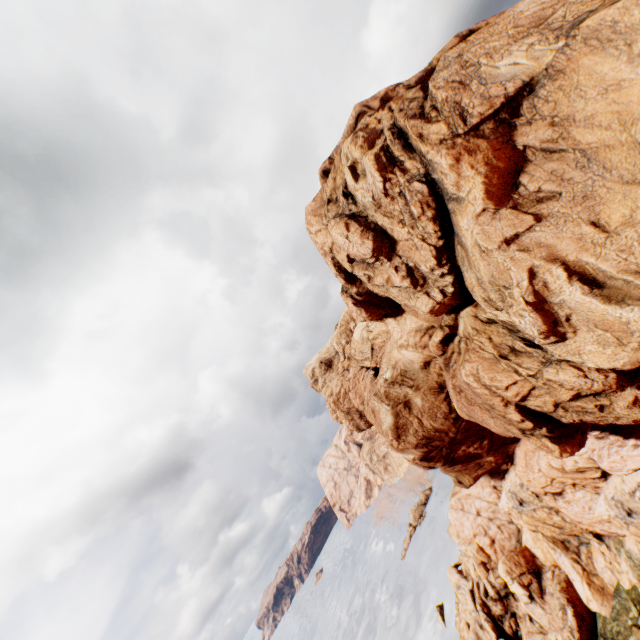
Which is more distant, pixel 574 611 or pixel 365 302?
pixel 574 611
